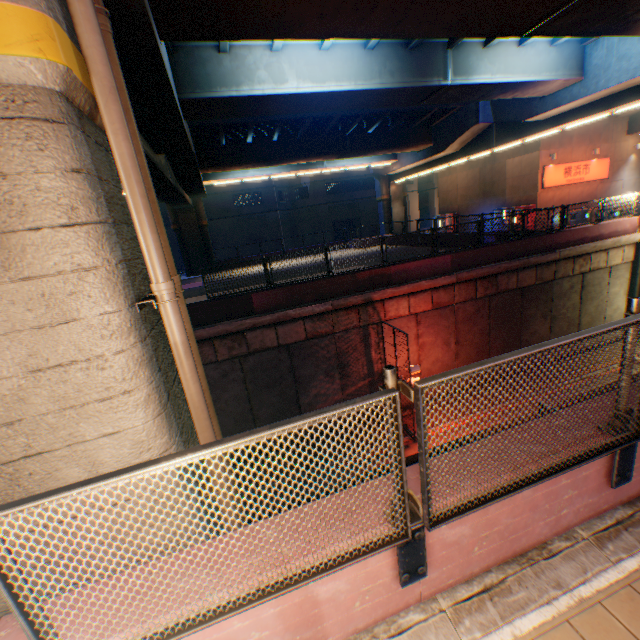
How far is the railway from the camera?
13.0m

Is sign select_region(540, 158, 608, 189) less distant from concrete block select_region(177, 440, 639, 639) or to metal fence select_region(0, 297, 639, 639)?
metal fence select_region(0, 297, 639, 639)

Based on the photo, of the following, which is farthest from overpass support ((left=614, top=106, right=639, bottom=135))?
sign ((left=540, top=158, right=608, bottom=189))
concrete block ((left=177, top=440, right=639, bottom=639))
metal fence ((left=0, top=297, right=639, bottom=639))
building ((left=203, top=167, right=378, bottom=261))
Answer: building ((left=203, top=167, right=378, bottom=261))

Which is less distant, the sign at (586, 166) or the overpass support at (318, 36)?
the overpass support at (318, 36)

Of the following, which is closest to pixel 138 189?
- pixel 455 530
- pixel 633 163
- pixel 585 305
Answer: pixel 455 530

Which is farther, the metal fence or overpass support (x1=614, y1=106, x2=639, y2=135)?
overpass support (x1=614, y1=106, x2=639, y2=135)

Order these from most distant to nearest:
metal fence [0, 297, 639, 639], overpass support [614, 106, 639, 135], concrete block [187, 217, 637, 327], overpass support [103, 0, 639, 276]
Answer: overpass support [614, 106, 639, 135] < concrete block [187, 217, 637, 327] < overpass support [103, 0, 639, 276] < metal fence [0, 297, 639, 639]

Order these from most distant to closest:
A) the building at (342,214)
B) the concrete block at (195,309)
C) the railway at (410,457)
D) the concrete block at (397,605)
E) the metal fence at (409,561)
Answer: the building at (342,214) → the railway at (410,457) → the concrete block at (195,309) → the concrete block at (397,605) → the metal fence at (409,561)
